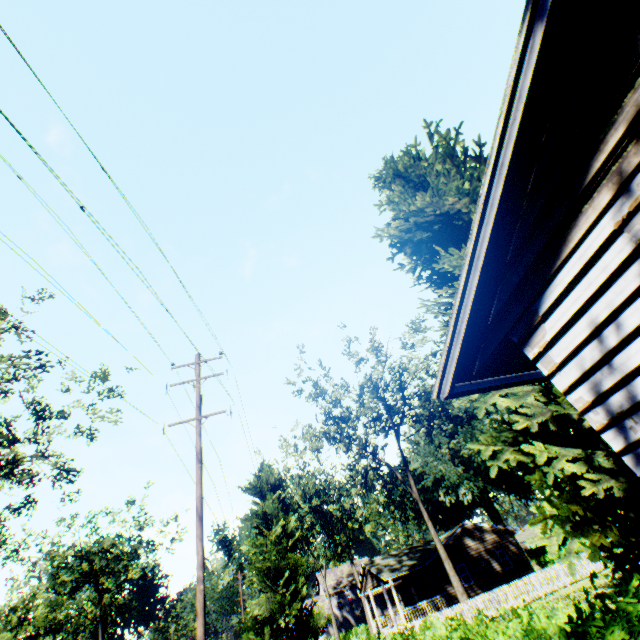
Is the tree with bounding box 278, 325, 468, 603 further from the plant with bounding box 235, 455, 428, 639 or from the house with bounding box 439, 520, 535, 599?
the plant with bounding box 235, 455, 428, 639

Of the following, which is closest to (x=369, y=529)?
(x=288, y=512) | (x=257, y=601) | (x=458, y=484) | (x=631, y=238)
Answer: (x=458, y=484)

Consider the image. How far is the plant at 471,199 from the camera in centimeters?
1243cm

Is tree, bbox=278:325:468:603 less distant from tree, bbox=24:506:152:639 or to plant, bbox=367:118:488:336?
plant, bbox=367:118:488:336

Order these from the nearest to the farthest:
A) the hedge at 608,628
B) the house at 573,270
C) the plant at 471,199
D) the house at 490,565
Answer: the hedge at 608,628
the house at 573,270
the plant at 471,199
the house at 490,565

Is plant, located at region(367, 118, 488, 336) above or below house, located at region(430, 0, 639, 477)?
above

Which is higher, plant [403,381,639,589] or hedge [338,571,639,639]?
plant [403,381,639,589]

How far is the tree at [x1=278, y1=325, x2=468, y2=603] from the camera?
28.1m
